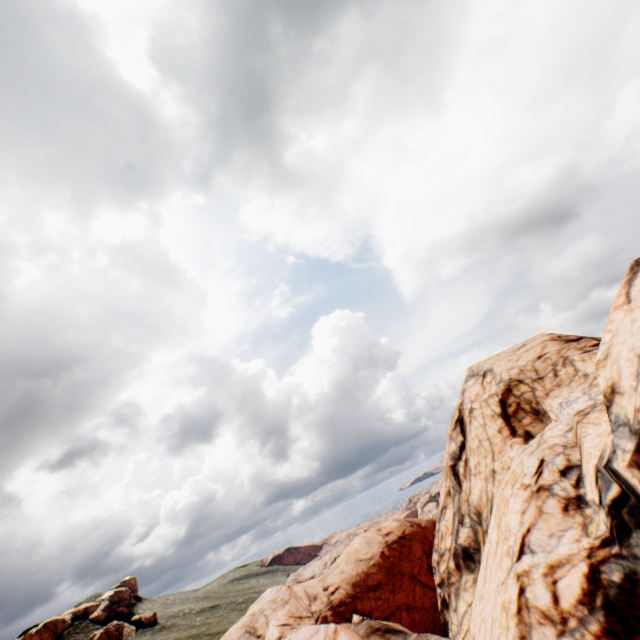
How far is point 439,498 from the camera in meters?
18.3
